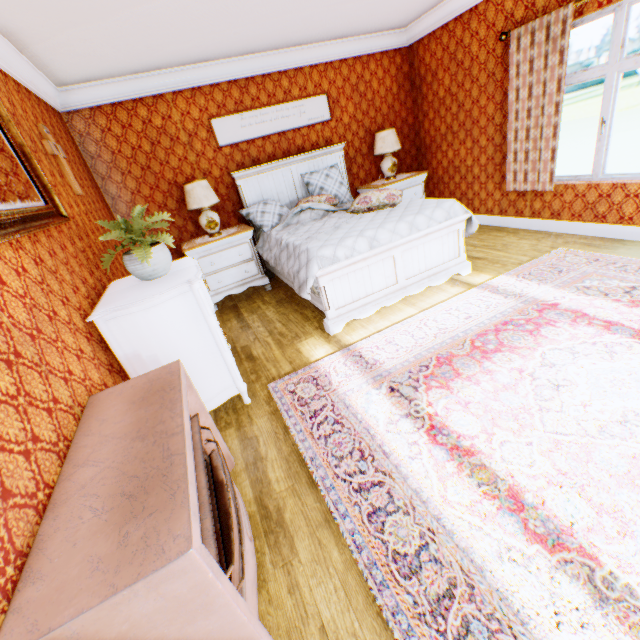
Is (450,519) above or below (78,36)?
below

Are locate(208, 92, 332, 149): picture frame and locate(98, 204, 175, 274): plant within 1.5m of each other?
no

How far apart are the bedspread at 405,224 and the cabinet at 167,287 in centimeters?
88cm

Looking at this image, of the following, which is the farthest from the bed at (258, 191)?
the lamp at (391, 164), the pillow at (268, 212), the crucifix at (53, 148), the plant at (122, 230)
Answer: the plant at (122, 230)

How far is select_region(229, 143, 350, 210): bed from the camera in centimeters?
512cm

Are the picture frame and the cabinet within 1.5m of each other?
no

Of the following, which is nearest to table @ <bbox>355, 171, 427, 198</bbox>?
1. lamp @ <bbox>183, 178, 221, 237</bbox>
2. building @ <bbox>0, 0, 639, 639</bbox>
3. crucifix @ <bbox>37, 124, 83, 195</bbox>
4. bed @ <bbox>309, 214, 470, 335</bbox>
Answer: building @ <bbox>0, 0, 639, 639</bbox>

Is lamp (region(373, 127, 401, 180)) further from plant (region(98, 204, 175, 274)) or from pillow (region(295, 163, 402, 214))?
plant (region(98, 204, 175, 274))
